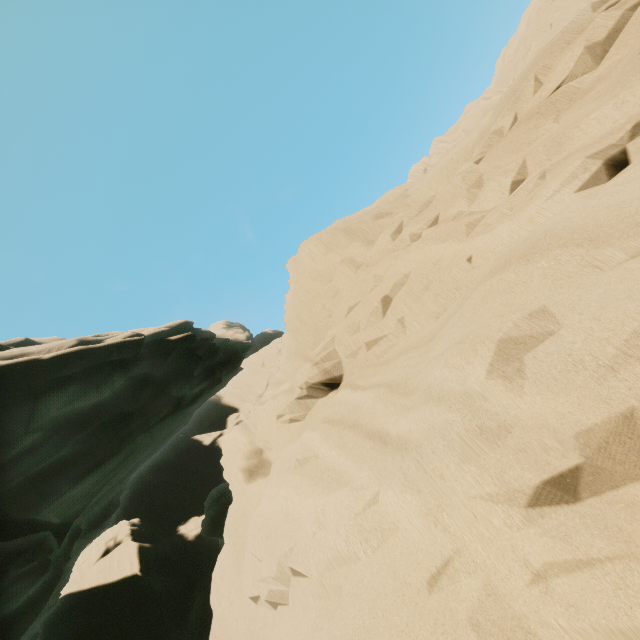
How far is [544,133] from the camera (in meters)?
3.62
